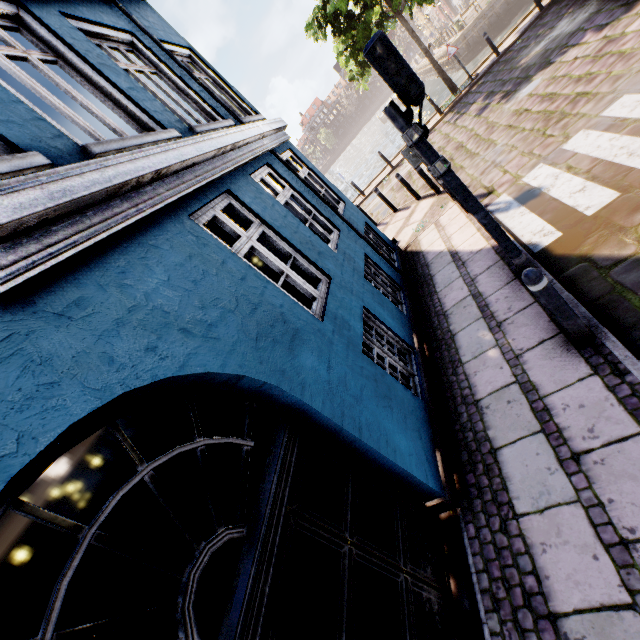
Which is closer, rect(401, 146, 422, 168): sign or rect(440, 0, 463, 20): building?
rect(401, 146, 422, 168): sign

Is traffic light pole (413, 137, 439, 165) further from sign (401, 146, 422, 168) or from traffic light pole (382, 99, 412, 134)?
sign (401, 146, 422, 168)

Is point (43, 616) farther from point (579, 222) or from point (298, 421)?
point (579, 222)

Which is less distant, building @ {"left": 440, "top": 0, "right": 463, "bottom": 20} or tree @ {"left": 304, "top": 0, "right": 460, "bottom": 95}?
tree @ {"left": 304, "top": 0, "right": 460, "bottom": 95}

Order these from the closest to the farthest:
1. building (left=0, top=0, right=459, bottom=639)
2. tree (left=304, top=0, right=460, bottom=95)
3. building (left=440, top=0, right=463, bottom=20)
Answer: building (left=0, top=0, right=459, bottom=639) < tree (left=304, top=0, right=460, bottom=95) < building (left=440, top=0, right=463, bottom=20)

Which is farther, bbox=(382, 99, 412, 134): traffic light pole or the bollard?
bbox=(382, 99, 412, 134): traffic light pole

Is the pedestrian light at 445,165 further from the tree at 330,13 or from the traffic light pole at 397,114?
the tree at 330,13

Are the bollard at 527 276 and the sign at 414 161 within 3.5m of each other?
no
